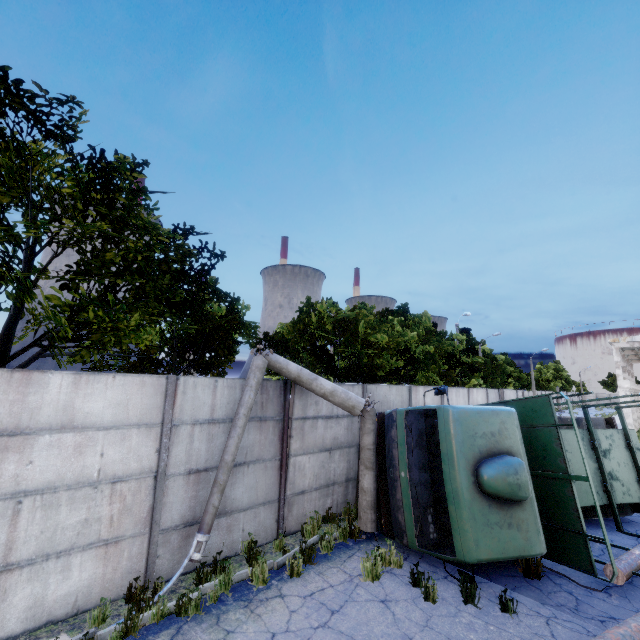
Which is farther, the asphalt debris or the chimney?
the chimney

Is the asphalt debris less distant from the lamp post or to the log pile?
the log pile

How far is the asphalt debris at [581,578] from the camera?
6.2 meters

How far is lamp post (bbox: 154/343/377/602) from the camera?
6.1m

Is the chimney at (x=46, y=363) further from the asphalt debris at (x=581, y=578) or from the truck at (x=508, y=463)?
the asphalt debris at (x=581, y=578)

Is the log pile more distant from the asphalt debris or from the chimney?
the chimney

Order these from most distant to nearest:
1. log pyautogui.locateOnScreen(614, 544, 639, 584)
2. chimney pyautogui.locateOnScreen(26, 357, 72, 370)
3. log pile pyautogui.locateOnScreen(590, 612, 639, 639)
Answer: chimney pyautogui.locateOnScreen(26, 357, 72, 370) < log pyautogui.locateOnScreen(614, 544, 639, 584) < log pile pyautogui.locateOnScreen(590, 612, 639, 639)

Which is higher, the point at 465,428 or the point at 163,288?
the point at 163,288
